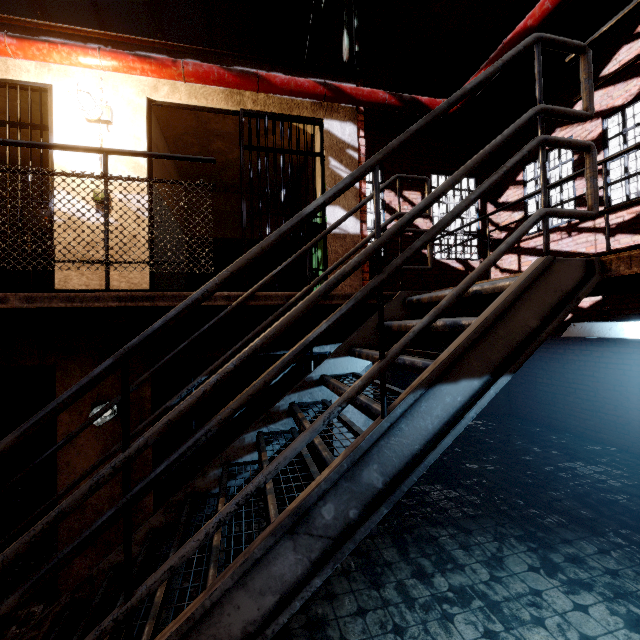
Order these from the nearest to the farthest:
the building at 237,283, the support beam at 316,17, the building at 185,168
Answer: the building at 185,168 → the support beam at 316,17 → the building at 237,283

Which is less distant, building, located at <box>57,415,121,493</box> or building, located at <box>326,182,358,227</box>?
building, located at <box>57,415,121,493</box>

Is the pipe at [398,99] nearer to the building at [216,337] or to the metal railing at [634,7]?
the metal railing at [634,7]

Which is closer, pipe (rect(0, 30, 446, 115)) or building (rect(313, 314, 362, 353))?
pipe (rect(0, 30, 446, 115))

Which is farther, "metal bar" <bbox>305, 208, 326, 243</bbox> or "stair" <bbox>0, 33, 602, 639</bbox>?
"metal bar" <bbox>305, 208, 326, 243</bbox>

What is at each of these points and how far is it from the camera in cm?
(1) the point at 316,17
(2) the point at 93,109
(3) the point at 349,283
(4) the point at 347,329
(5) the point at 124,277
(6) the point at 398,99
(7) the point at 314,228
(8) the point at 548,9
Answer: (1) support beam, 605
(2) light fixture, 343
(3) building, 416
(4) building, 413
(5) building, 355
(6) pipe, 407
(7) metal bar, 407
(8) pipe, 290

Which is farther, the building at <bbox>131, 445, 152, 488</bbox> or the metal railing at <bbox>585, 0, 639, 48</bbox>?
the building at <bbox>131, 445, 152, 488</bbox>
